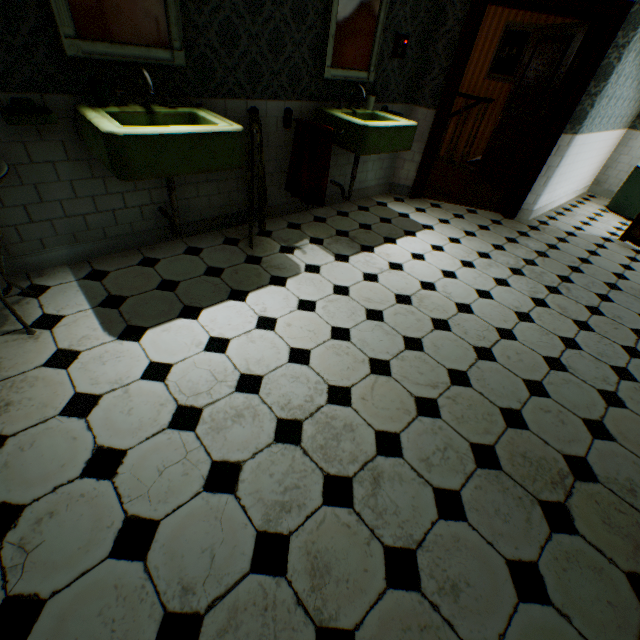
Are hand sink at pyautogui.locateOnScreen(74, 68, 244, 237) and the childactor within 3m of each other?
no

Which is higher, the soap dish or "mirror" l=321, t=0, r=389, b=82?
"mirror" l=321, t=0, r=389, b=82

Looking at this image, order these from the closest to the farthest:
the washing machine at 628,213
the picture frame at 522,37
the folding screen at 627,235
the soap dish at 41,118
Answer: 1. the soap dish at 41,118
2. the folding screen at 627,235
3. the washing machine at 628,213
4. the picture frame at 522,37

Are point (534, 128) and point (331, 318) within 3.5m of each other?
no

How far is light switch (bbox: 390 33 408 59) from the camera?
3.6 meters

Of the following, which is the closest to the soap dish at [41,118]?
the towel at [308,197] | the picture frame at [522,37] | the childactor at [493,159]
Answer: the towel at [308,197]

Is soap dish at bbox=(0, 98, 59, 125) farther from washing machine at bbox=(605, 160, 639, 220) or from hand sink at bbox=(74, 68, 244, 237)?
washing machine at bbox=(605, 160, 639, 220)

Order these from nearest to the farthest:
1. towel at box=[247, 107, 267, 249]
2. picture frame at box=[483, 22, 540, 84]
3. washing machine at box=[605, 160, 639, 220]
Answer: towel at box=[247, 107, 267, 249], washing machine at box=[605, 160, 639, 220], picture frame at box=[483, 22, 540, 84]
